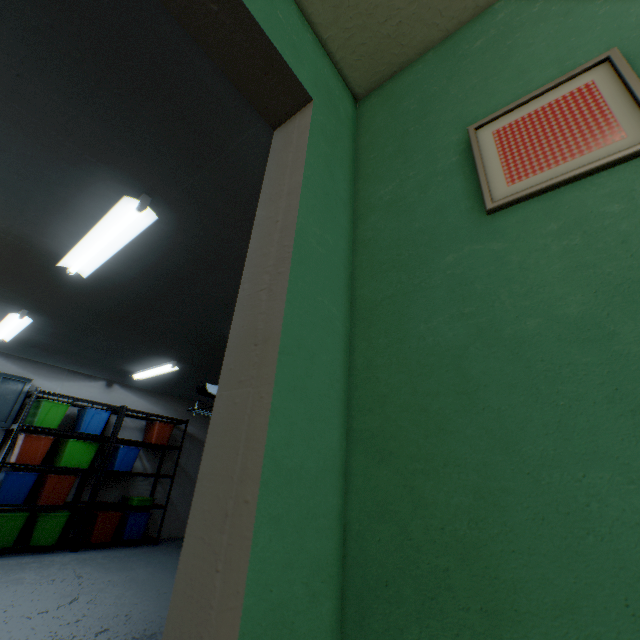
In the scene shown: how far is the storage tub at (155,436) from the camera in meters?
5.7 m

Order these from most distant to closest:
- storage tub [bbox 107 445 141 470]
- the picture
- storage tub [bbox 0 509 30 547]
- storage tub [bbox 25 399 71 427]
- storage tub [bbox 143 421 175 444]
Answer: storage tub [bbox 143 421 175 444] → storage tub [bbox 107 445 141 470] → storage tub [bbox 25 399 71 427] → storage tub [bbox 0 509 30 547] → the picture

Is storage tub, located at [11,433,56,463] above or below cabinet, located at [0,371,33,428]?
below

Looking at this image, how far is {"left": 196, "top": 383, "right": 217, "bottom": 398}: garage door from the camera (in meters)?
5.47

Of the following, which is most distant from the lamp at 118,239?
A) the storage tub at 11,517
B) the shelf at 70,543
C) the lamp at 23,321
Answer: the storage tub at 11,517

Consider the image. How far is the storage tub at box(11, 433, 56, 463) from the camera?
4.3m

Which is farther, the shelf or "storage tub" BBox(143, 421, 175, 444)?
"storage tub" BBox(143, 421, 175, 444)

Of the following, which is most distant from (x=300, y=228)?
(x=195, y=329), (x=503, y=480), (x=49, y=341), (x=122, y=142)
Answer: (x=49, y=341)
